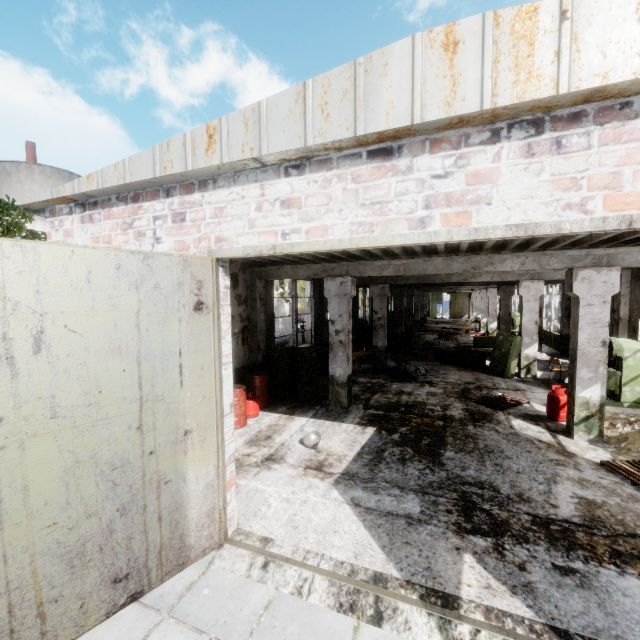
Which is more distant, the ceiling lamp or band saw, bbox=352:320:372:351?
band saw, bbox=352:320:372:351

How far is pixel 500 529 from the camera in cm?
459

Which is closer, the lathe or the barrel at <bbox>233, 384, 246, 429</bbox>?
the barrel at <bbox>233, 384, 246, 429</bbox>

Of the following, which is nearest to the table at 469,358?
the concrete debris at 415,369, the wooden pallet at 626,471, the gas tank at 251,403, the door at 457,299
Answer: the concrete debris at 415,369

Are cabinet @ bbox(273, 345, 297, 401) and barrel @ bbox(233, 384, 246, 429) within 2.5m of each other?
yes

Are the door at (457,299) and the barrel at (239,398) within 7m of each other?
no

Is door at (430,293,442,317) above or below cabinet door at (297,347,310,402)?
above

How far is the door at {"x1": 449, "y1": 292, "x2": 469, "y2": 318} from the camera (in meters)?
46.66
